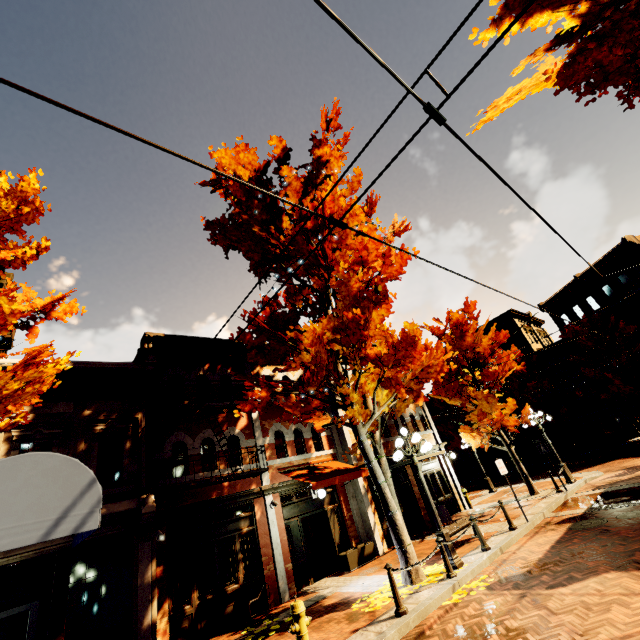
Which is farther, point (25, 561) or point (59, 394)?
point (59, 394)

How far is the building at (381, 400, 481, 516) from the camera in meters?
16.8 m

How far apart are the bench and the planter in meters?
3.2 m

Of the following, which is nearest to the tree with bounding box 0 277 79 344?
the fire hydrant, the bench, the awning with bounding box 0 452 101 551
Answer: the awning with bounding box 0 452 101 551

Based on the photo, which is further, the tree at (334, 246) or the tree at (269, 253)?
the tree at (269, 253)

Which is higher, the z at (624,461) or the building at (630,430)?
the building at (630,430)

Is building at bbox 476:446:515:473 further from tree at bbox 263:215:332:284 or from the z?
the z

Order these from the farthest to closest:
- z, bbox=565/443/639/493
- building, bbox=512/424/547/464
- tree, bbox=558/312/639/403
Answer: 1. building, bbox=512/424/547/464
2. tree, bbox=558/312/639/403
3. z, bbox=565/443/639/493
